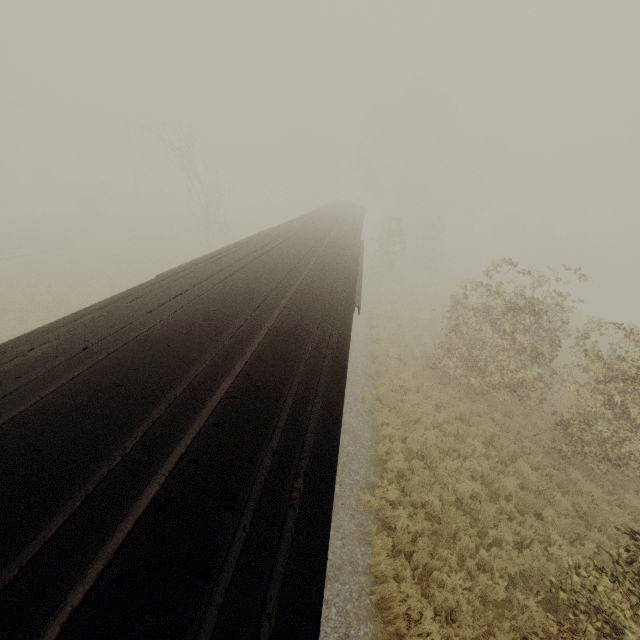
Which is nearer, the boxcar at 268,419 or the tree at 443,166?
the boxcar at 268,419

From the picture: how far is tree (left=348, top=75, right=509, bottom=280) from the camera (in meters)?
31.50

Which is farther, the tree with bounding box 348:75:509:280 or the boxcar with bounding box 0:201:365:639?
the tree with bounding box 348:75:509:280

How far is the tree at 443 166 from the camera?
31.5m

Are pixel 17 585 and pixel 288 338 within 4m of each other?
yes
